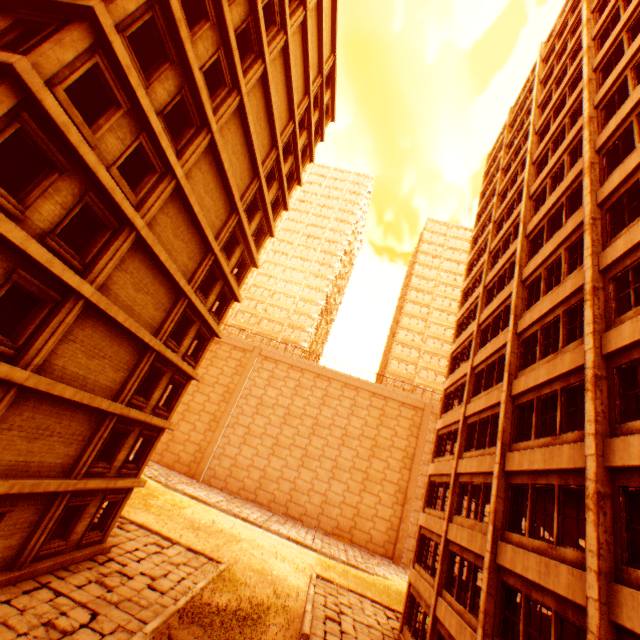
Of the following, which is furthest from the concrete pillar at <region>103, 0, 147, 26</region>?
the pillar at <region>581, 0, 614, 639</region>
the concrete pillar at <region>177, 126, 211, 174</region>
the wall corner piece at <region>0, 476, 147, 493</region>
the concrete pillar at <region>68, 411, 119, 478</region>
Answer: the pillar at <region>581, 0, 614, 639</region>

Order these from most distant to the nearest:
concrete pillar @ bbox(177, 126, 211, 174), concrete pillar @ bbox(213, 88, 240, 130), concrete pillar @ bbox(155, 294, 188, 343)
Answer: concrete pillar @ bbox(155, 294, 188, 343) → concrete pillar @ bbox(213, 88, 240, 130) → concrete pillar @ bbox(177, 126, 211, 174)

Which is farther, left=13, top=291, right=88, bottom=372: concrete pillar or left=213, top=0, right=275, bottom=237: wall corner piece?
left=213, top=0, right=275, bottom=237: wall corner piece

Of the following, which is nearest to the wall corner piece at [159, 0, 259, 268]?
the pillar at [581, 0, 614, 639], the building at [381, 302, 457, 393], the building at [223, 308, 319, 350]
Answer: → the pillar at [581, 0, 614, 639]

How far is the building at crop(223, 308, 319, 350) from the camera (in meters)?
57.59

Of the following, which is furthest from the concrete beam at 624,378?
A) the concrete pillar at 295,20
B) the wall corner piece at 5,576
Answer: the concrete pillar at 295,20

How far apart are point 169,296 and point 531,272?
17.32m

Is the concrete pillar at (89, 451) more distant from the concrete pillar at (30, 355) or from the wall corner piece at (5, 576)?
the concrete pillar at (30, 355)
